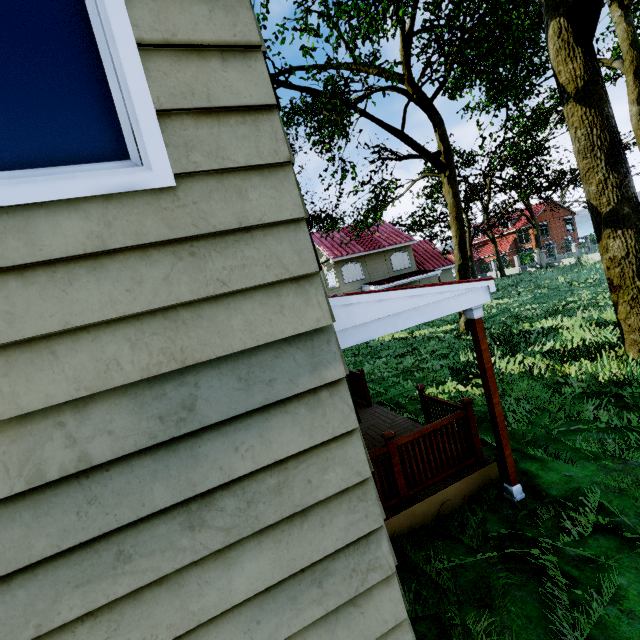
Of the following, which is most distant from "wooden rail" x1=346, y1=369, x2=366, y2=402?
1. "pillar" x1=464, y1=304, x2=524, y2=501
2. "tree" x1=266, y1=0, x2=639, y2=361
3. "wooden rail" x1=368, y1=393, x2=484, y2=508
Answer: "tree" x1=266, y1=0, x2=639, y2=361

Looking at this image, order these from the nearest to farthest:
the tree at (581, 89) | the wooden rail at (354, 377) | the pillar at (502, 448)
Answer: the pillar at (502, 448) → the tree at (581, 89) → the wooden rail at (354, 377)

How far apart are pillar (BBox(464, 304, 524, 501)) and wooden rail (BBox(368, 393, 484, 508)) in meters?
0.3 m

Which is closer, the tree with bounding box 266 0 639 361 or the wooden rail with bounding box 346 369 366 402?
the tree with bounding box 266 0 639 361

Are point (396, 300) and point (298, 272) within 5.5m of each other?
yes

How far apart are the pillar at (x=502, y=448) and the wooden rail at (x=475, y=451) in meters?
0.3

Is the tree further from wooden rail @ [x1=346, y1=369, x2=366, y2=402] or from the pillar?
wooden rail @ [x1=346, y1=369, x2=366, y2=402]

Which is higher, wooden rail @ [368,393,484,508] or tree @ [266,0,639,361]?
tree @ [266,0,639,361]
